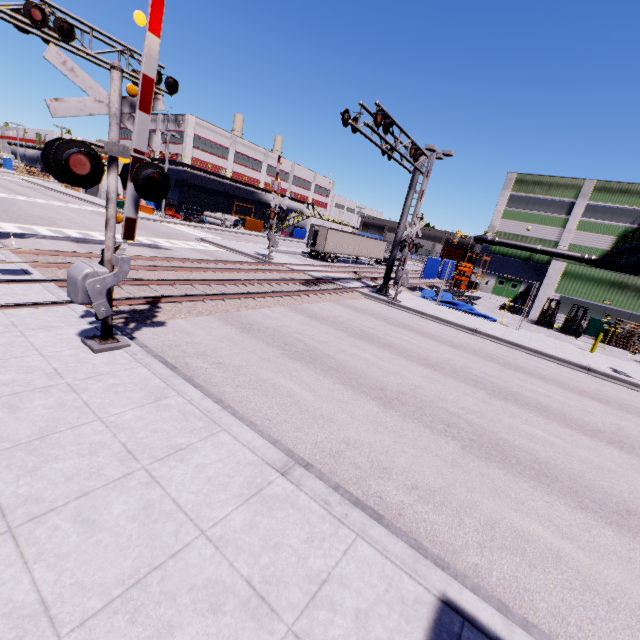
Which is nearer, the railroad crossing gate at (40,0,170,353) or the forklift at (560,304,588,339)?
the railroad crossing gate at (40,0,170,353)

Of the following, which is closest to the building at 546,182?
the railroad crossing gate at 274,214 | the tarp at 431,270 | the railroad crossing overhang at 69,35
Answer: the tarp at 431,270

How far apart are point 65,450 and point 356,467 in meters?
4.1

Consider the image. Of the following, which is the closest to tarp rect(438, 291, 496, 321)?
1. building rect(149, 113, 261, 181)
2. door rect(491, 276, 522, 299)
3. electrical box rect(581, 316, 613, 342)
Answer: building rect(149, 113, 261, 181)

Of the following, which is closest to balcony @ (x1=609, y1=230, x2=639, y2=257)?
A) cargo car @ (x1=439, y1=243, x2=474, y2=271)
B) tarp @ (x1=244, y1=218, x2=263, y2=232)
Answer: cargo car @ (x1=439, y1=243, x2=474, y2=271)

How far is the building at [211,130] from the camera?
49.3m

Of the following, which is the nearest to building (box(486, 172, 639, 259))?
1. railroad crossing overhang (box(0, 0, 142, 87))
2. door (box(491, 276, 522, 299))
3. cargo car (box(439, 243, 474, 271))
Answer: door (box(491, 276, 522, 299))

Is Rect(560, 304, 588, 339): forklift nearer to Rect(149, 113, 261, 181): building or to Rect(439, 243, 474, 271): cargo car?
Rect(149, 113, 261, 181): building
